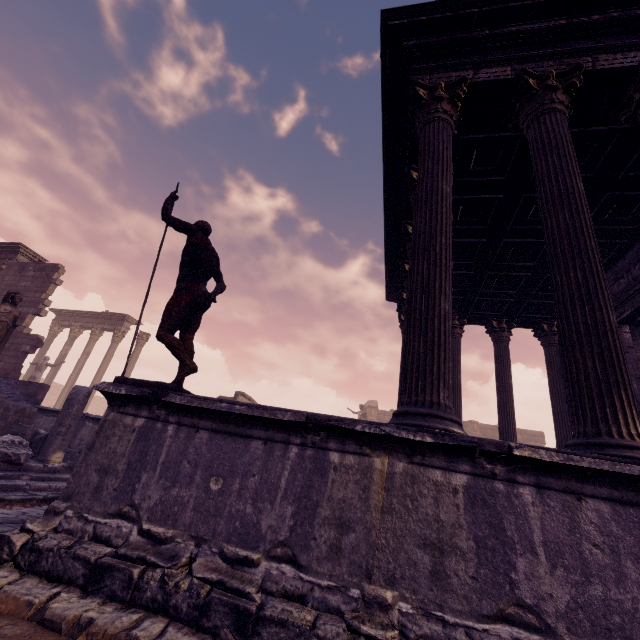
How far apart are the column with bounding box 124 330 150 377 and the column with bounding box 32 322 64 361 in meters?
6.1

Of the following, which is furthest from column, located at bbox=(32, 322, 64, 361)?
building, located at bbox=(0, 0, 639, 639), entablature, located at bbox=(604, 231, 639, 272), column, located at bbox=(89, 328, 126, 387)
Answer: entablature, located at bbox=(604, 231, 639, 272)

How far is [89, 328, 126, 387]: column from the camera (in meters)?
18.71

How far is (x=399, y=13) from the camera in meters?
4.9 m

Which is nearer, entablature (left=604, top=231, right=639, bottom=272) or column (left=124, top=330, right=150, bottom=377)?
entablature (left=604, top=231, right=639, bottom=272)

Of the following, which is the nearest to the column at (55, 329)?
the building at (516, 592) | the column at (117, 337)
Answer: the column at (117, 337)

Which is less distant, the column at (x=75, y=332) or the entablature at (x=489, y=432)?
the column at (x=75, y=332)

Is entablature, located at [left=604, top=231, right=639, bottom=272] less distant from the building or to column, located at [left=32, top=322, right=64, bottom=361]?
the building
